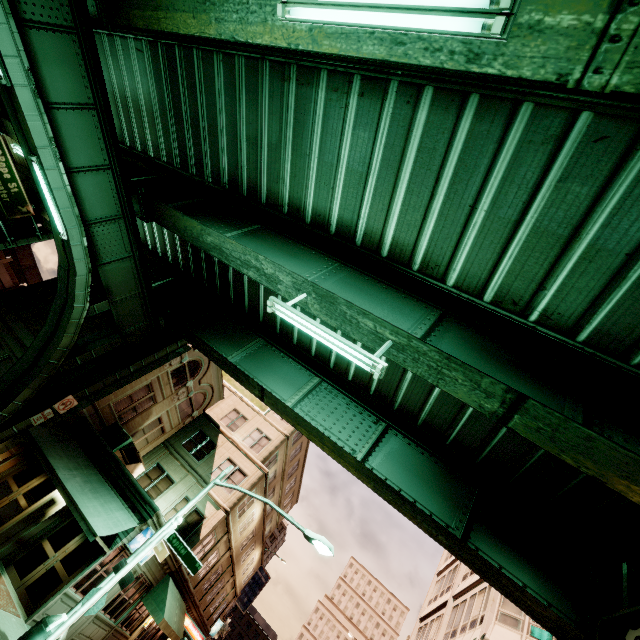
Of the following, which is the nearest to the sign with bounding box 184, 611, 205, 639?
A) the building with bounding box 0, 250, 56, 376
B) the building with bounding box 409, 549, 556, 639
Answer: the building with bounding box 0, 250, 56, 376

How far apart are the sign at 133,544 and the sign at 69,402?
6.0 meters

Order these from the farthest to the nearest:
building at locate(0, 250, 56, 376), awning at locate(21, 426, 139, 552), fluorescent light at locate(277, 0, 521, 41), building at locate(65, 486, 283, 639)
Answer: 1. building at locate(0, 250, 56, 376)
2. building at locate(65, 486, 283, 639)
3. awning at locate(21, 426, 139, 552)
4. fluorescent light at locate(277, 0, 521, 41)

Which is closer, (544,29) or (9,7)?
(544,29)

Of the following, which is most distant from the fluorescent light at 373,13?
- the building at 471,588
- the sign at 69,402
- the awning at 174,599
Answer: the awning at 174,599

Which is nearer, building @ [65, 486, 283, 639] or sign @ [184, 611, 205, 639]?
building @ [65, 486, 283, 639]

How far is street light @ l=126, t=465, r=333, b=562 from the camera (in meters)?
11.21

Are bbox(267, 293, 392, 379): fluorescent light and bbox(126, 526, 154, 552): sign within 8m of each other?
no
